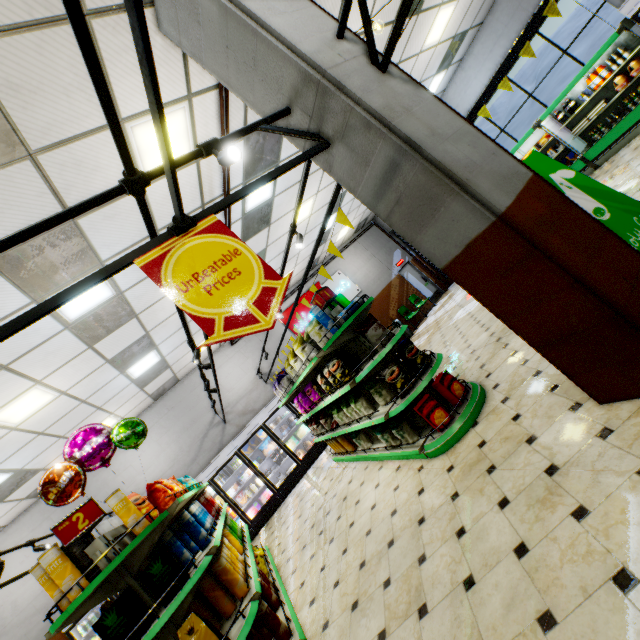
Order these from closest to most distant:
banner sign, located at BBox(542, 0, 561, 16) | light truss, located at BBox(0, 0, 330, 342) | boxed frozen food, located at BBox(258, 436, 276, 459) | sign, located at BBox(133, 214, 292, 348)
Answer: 1. light truss, located at BBox(0, 0, 330, 342)
2. sign, located at BBox(133, 214, 292, 348)
3. banner sign, located at BBox(542, 0, 561, 16)
4. boxed frozen food, located at BBox(258, 436, 276, 459)

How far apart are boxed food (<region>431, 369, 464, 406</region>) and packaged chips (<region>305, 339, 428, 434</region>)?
1.0m

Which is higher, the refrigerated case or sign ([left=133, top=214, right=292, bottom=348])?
sign ([left=133, top=214, right=292, bottom=348])

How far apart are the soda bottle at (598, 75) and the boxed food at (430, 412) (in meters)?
9.34

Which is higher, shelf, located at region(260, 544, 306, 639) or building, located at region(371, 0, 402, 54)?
building, located at region(371, 0, 402, 54)

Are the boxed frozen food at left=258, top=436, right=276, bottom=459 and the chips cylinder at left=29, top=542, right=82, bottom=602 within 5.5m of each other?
no

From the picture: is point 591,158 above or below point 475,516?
Answer: above

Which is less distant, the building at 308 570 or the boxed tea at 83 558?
the building at 308 570
